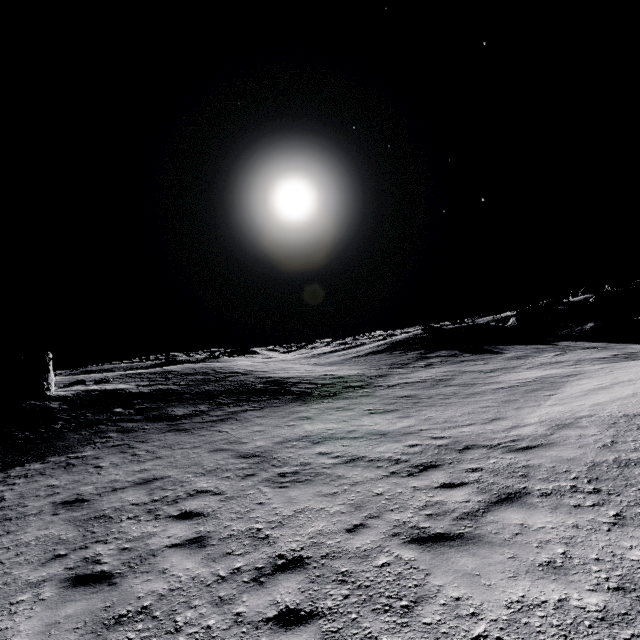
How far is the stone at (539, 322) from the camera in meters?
36.4

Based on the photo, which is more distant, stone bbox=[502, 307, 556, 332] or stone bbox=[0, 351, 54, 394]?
stone bbox=[502, 307, 556, 332]

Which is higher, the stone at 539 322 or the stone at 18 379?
the stone at 18 379

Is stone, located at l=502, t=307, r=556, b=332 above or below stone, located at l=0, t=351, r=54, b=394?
below

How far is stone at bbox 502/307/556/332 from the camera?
36.4 meters

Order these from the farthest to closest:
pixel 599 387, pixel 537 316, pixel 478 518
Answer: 1. pixel 537 316
2. pixel 599 387
3. pixel 478 518
